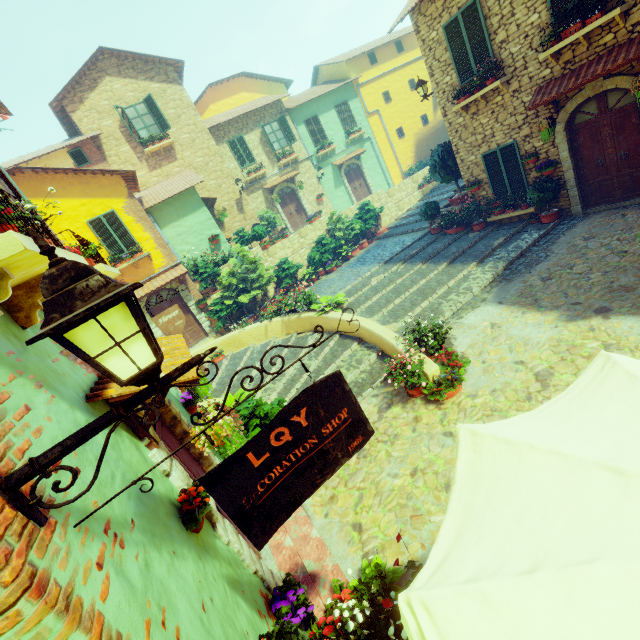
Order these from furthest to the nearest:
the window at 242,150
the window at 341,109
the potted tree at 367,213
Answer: the window at 341,109 < the window at 242,150 < the potted tree at 367,213

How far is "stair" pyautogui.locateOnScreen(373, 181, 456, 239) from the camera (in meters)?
15.28

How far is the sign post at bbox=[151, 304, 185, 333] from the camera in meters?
5.8

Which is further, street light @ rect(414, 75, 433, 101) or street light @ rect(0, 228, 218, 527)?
street light @ rect(414, 75, 433, 101)

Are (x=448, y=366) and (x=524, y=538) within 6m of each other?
yes

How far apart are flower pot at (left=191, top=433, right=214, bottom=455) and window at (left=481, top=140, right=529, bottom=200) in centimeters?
1116cm

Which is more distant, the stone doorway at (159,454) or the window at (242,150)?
the window at (242,150)

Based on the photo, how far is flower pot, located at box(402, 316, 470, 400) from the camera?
5.84m
